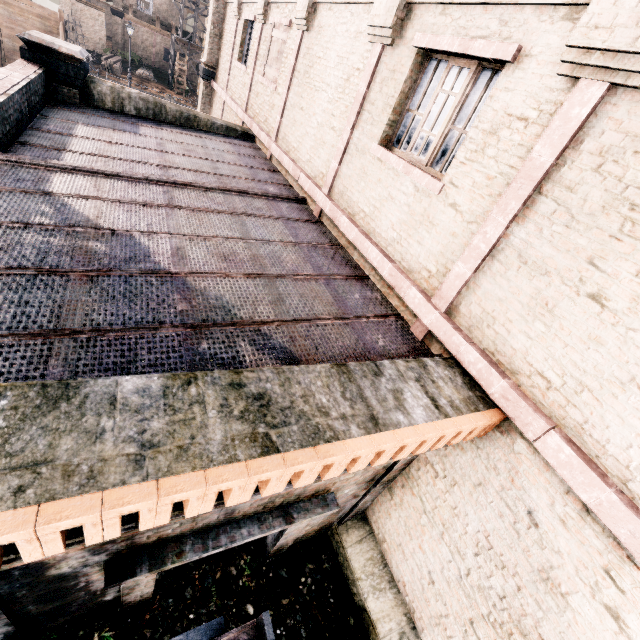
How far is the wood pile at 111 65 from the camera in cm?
3600

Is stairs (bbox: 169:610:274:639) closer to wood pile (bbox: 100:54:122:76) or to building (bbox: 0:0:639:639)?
building (bbox: 0:0:639:639)

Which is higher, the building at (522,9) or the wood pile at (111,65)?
the building at (522,9)

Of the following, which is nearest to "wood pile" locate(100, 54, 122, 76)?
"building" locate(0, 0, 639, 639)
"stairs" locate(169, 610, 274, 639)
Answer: "building" locate(0, 0, 639, 639)

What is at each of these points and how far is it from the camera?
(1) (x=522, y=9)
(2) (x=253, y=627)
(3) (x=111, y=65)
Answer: (1) building, 4.02m
(2) stairs, 2.58m
(3) wood pile, 36.31m
